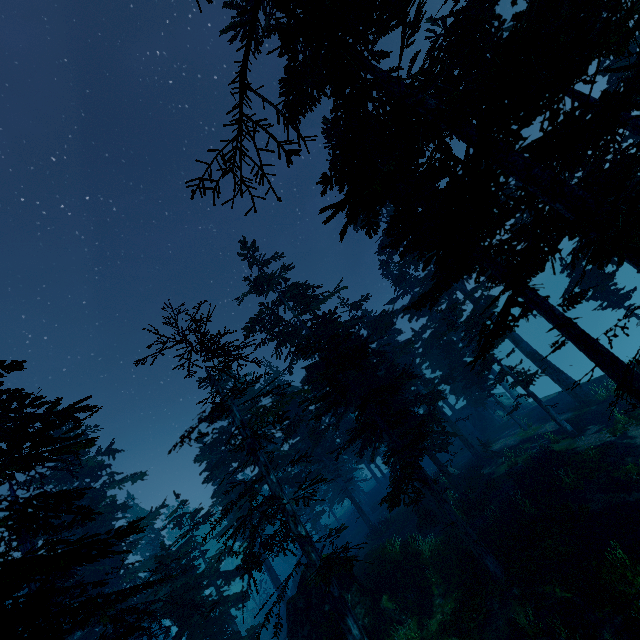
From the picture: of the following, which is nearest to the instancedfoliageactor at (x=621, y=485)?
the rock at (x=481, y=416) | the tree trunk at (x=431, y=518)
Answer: the rock at (x=481, y=416)

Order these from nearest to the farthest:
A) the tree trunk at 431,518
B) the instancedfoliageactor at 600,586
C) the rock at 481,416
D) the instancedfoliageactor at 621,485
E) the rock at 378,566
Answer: the instancedfoliageactor at 600,586 → the instancedfoliageactor at 621,485 → the rock at 378,566 → the tree trunk at 431,518 → the rock at 481,416

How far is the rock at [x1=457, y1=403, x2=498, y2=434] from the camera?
36.6m

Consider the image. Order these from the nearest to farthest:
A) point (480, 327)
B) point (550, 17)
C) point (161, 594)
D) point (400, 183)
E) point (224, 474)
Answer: point (550, 17) → point (400, 183) → point (161, 594) → point (480, 327) → point (224, 474)

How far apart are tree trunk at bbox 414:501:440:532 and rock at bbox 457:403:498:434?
17.6m

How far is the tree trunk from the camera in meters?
20.9

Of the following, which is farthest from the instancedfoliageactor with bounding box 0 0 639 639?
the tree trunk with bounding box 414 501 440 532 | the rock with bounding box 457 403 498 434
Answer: the tree trunk with bounding box 414 501 440 532
